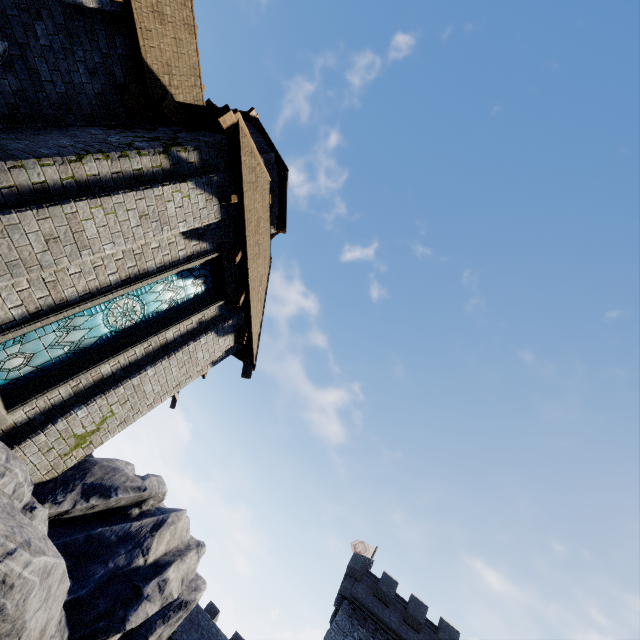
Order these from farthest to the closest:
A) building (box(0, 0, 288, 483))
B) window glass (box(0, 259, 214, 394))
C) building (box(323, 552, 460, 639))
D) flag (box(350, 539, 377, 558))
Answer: flag (box(350, 539, 377, 558)), building (box(323, 552, 460, 639)), window glass (box(0, 259, 214, 394)), building (box(0, 0, 288, 483))

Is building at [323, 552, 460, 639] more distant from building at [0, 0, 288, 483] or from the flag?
building at [0, 0, 288, 483]

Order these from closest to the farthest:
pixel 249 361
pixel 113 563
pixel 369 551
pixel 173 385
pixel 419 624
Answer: pixel 113 563 < pixel 173 385 < pixel 249 361 < pixel 419 624 < pixel 369 551

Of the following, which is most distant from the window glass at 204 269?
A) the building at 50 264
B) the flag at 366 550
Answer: the flag at 366 550

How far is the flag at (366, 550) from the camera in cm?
3356

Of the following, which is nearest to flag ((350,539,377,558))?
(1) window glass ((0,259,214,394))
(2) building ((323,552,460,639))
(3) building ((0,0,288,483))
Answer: (2) building ((323,552,460,639))

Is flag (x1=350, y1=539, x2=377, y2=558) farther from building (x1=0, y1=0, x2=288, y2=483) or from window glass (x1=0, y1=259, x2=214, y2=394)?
window glass (x1=0, y1=259, x2=214, y2=394)

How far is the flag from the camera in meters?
33.6 m
